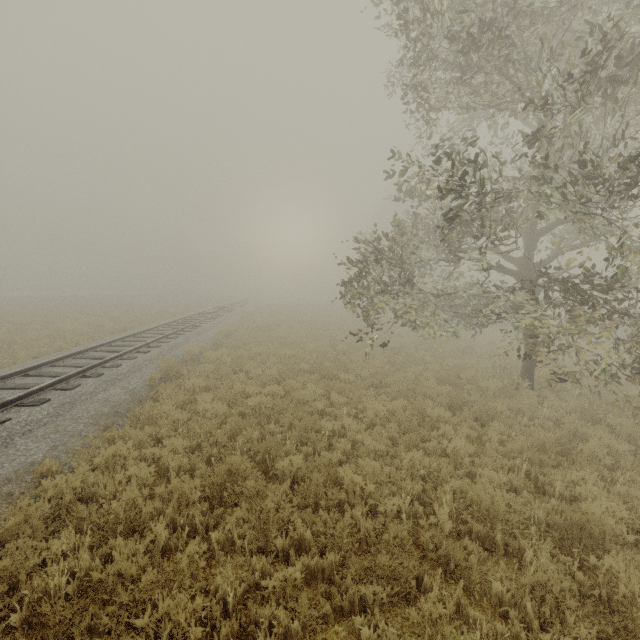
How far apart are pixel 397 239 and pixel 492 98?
8.1m
